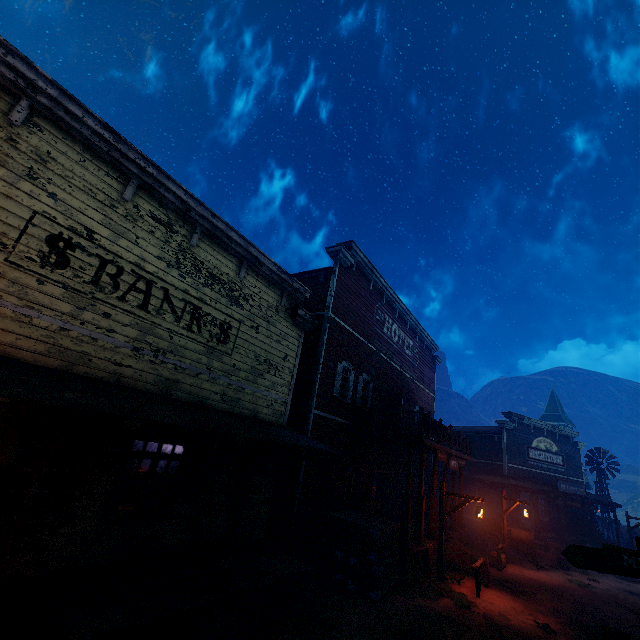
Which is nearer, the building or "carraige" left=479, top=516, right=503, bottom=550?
the building

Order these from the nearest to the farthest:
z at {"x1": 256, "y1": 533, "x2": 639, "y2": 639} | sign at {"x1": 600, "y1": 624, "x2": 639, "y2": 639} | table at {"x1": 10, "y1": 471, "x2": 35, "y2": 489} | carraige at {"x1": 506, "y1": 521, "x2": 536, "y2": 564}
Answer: sign at {"x1": 600, "y1": 624, "x2": 639, "y2": 639}
z at {"x1": 256, "y1": 533, "x2": 639, "y2": 639}
table at {"x1": 10, "y1": 471, "x2": 35, "y2": 489}
carraige at {"x1": 506, "y1": 521, "x2": 536, "y2": 564}

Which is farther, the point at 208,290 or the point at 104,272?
the point at 208,290

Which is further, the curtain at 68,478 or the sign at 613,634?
the curtain at 68,478

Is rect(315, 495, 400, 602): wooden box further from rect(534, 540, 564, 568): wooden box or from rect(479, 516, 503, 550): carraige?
rect(534, 540, 564, 568): wooden box

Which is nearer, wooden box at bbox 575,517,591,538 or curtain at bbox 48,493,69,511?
curtain at bbox 48,493,69,511

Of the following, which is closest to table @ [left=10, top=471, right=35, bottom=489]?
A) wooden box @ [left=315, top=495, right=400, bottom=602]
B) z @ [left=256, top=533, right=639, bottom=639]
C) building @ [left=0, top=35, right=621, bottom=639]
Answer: building @ [left=0, top=35, right=621, bottom=639]

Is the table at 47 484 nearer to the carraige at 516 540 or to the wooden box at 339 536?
the wooden box at 339 536
